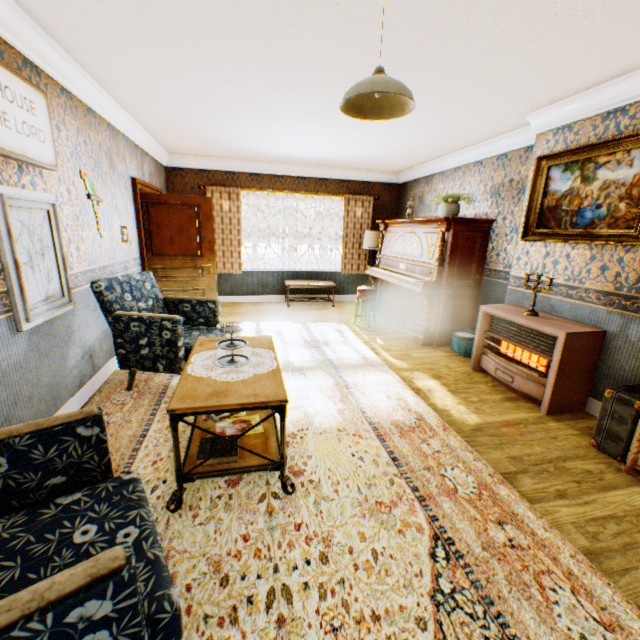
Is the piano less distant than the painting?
No

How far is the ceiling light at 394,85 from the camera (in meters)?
1.88

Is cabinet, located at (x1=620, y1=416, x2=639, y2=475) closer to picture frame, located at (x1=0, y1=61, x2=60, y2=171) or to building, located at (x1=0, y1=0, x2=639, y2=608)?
building, located at (x1=0, y1=0, x2=639, y2=608)

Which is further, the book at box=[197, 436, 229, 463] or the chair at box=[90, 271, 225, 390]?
the chair at box=[90, 271, 225, 390]

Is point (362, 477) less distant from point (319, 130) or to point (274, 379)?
point (274, 379)

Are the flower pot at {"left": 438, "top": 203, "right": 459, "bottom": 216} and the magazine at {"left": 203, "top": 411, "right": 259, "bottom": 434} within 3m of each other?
no

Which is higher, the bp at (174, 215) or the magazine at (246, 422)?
the bp at (174, 215)

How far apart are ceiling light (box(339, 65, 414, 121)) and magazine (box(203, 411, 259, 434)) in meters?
2.3
